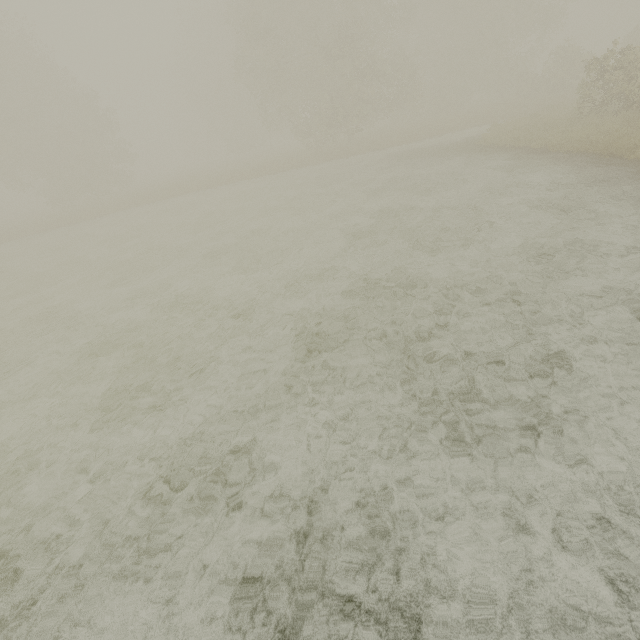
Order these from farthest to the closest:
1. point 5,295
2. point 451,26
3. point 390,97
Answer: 1. point 451,26
2. point 390,97
3. point 5,295
